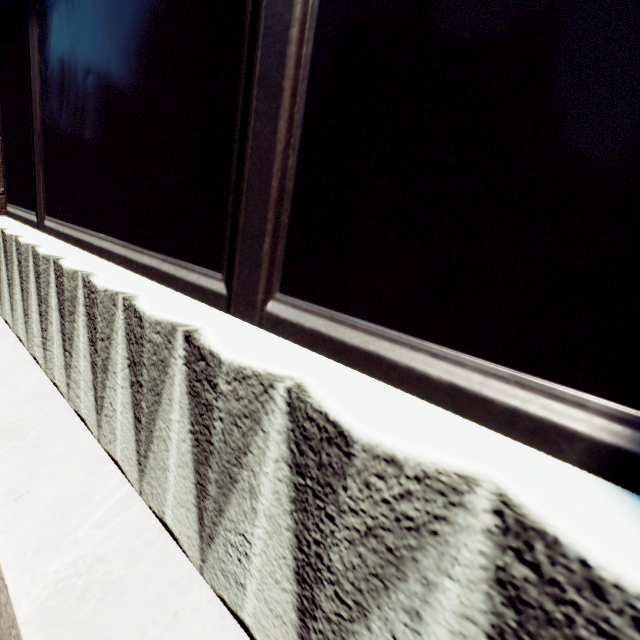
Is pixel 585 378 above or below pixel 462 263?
below
